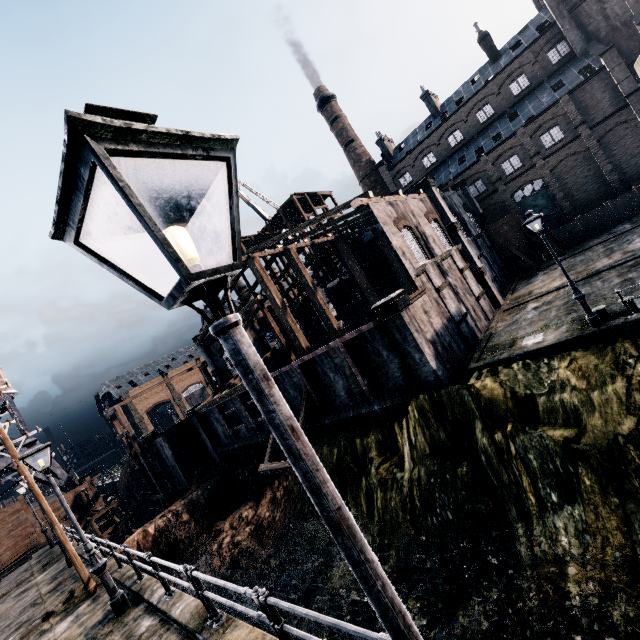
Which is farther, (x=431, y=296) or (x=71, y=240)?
(x=431, y=296)

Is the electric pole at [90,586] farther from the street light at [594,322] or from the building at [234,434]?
the street light at [594,322]

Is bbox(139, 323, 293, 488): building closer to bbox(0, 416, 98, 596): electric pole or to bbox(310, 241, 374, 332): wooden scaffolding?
bbox(310, 241, 374, 332): wooden scaffolding

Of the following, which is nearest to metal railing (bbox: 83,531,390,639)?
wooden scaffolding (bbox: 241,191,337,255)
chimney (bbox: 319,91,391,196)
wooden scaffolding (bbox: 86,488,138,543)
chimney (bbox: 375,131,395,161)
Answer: wooden scaffolding (bbox: 86,488,138,543)

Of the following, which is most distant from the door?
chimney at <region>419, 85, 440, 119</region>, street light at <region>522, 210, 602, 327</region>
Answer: street light at <region>522, 210, 602, 327</region>

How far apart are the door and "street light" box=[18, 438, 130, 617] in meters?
49.1

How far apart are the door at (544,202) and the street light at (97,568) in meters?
49.1 m

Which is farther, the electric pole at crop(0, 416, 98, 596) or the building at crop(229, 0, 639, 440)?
the building at crop(229, 0, 639, 440)
